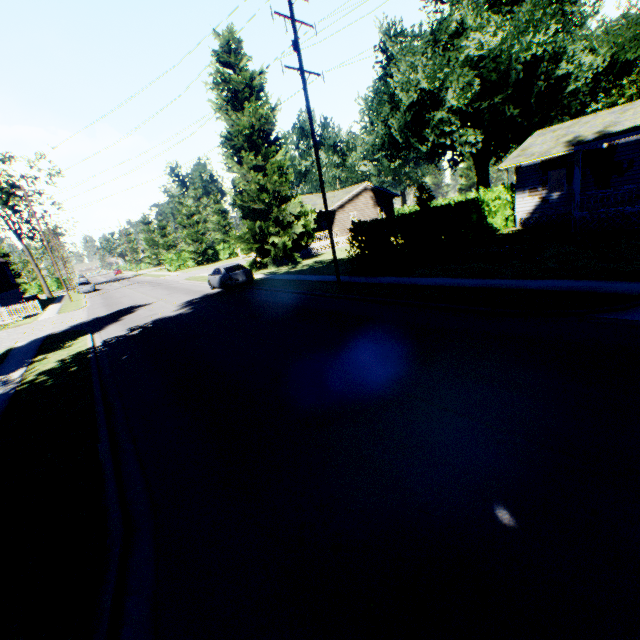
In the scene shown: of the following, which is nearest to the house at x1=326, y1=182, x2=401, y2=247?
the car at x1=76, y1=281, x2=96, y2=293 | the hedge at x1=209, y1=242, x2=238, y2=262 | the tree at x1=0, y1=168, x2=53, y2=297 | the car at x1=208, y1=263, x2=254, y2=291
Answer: the hedge at x1=209, y1=242, x2=238, y2=262

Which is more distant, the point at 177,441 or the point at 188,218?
the point at 188,218

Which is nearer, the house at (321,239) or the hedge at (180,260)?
the house at (321,239)

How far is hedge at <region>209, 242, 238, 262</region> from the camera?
57.3m

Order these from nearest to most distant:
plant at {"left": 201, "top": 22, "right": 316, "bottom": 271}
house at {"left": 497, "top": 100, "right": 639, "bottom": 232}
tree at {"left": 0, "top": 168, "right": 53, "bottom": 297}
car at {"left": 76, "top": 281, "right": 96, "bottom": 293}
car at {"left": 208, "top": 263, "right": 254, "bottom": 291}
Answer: house at {"left": 497, "top": 100, "right": 639, "bottom": 232} < car at {"left": 208, "top": 263, "right": 254, "bottom": 291} < plant at {"left": 201, "top": 22, "right": 316, "bottom": 271} < tree at {"left": 0, "top": 168, "right": 53, "bottom": 297} < car at {"left": 76, "top": 281, "right": 96, "bottom": 293}

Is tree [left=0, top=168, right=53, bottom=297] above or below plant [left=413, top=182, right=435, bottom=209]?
above

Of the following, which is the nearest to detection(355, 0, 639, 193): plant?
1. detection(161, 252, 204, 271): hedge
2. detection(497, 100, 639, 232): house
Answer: detection(497, 100, 639, 232): house

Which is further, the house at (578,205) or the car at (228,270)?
the car at (228,270)
